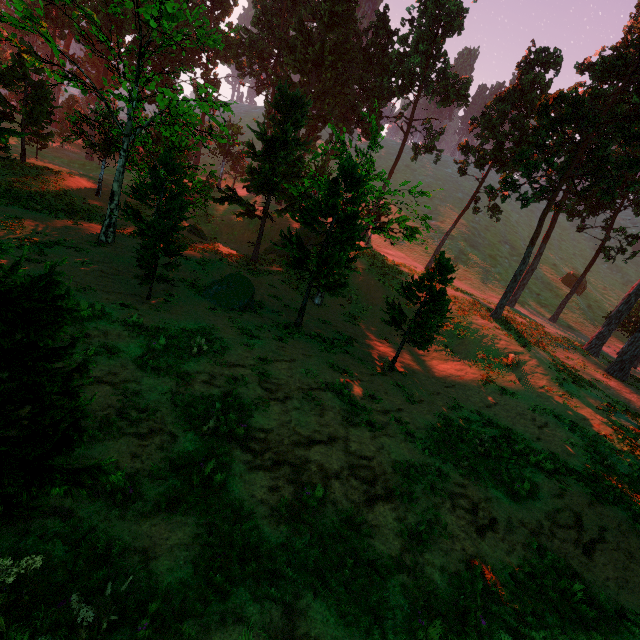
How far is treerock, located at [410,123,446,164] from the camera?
36.7m

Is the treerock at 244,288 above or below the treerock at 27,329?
below

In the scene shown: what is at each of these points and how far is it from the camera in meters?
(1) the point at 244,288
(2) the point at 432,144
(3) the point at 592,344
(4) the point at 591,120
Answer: (1) treerock, 17.9 m
(2) treerock, 36.9 m
(3) treerock, 27.5 m
(4) treerock, 23.6 m

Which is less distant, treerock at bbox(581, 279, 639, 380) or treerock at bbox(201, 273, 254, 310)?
treerock at bbox(201, 273, 254, 310)

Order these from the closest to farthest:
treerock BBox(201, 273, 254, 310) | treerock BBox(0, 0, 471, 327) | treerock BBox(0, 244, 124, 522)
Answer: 1. treerock BBox(0, 244, 124, 522)
2. treerock BBox(0, 0, 471, 327)
3. treerock BBox(201, 273, 254, 310)

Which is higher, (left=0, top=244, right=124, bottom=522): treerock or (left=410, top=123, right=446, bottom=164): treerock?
(left=410, top=123, right=446, bottom=164): treerock

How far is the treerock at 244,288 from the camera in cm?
1684
